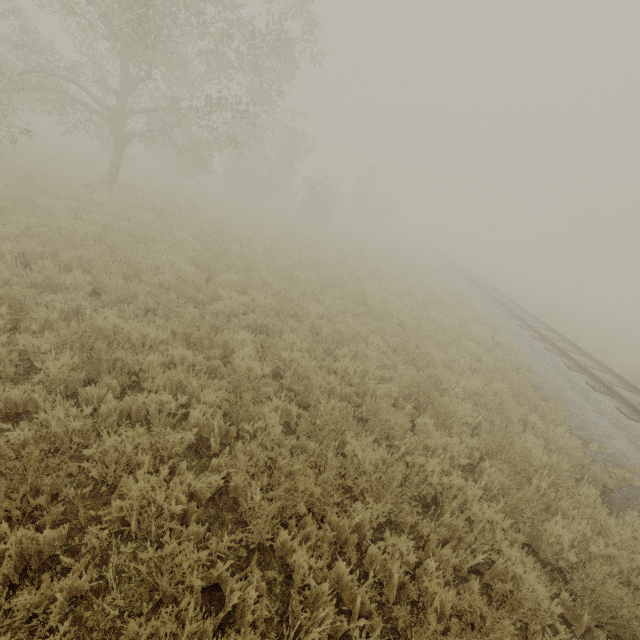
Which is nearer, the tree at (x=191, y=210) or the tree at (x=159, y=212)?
the tree at (x=159, y=212)

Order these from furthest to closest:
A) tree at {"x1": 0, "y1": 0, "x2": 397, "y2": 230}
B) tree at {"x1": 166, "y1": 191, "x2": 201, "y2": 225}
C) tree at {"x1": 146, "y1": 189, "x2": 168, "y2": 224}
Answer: tree at {"x1": 166, "y1": 191, "x2": 201, "y2": 225}
tree at {"x1": 146, "y1": 189, "x2": 168, "y2": 224}
tree at {"x1": 0, "y1": 0, "x2": 397, "y2": 230}

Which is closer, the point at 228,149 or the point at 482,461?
the point at 482,461

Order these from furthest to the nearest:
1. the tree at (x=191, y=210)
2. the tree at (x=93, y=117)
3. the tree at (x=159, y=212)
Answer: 1. the tree at (x=191, y=210)
2. the tree at (x=159, y=212)
3. the tree at (x=93, y=117)

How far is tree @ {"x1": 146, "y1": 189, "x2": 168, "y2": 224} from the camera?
11.6m

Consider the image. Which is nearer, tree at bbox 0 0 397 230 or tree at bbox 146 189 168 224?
tree at bbox 0 0 397 230
